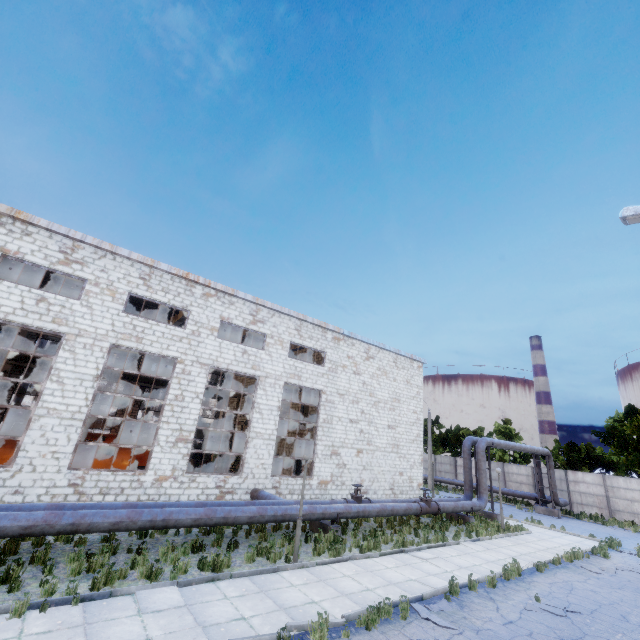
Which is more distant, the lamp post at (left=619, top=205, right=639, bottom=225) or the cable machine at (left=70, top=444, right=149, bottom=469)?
the cable machine at (left=70, top=444, right=149, bottom=469)

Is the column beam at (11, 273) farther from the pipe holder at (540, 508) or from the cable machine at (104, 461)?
the pipe holder at (540, 508)

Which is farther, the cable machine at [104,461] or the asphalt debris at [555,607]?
the cable machine at [104,461]

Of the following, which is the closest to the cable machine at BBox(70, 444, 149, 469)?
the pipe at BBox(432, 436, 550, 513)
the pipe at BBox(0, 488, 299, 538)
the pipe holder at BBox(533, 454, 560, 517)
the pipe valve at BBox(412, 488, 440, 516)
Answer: the pipe at BBox(0, 488, 299, 538)

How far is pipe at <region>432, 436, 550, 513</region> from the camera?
19.6 meters

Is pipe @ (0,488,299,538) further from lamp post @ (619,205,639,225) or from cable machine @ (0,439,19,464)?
lamp post @ (619,205,639,225)

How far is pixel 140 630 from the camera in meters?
6.4

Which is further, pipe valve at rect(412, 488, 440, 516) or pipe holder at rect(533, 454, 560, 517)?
pipe holder at rect(533, 454, 560, 517)
